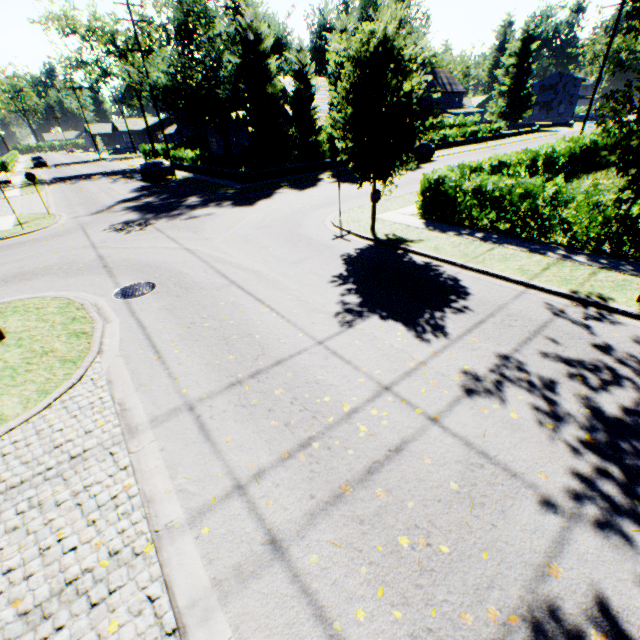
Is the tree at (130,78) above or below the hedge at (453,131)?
above

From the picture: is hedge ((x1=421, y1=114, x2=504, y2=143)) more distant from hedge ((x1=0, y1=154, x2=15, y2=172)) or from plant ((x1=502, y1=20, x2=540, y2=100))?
hedge ((x1=0, y1=154, x2=15, y2=172))

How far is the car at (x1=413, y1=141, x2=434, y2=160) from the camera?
28.8m

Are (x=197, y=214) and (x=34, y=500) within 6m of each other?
no

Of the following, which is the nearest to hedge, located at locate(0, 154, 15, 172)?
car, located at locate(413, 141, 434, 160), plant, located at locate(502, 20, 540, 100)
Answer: plant, located at locate(502, 20, 540, 100)

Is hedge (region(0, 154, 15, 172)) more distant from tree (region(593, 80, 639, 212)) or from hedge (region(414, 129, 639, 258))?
hedge (region(414, 129, 639, 258))

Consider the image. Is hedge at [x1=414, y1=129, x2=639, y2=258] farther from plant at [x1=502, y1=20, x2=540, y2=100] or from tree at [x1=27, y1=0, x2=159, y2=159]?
plant at [x1=502, y1=20, x2=540, y2=100]

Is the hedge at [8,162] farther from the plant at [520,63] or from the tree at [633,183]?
the plant at [520,63]
